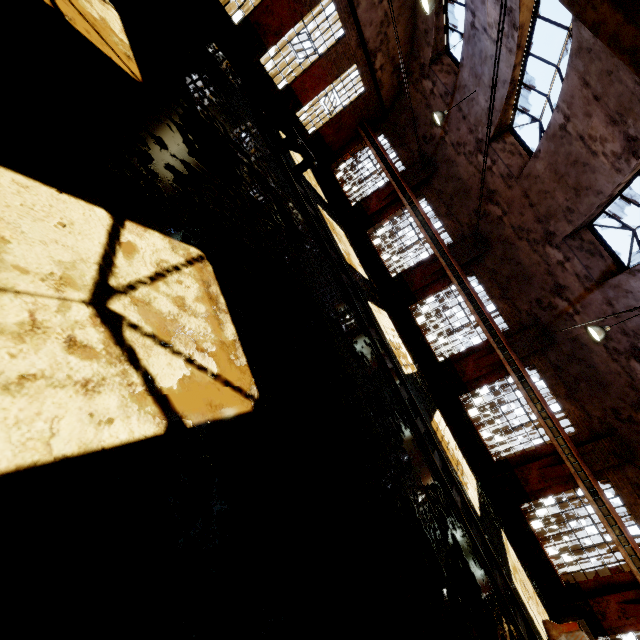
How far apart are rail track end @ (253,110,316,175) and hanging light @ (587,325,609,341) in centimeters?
1091cm

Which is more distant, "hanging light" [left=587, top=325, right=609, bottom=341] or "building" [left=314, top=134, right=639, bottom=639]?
"building" [left=314, top=134, right=639, bottom=639]

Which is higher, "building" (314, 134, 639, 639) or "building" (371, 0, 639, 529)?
"building" (371, 0, 639, 529)

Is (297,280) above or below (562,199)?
below

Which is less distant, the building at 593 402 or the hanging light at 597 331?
the building at 593 402

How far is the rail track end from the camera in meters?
11.0

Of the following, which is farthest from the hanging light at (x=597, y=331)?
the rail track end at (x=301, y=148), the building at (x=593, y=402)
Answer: the rail track end at (x=301, y=148)
